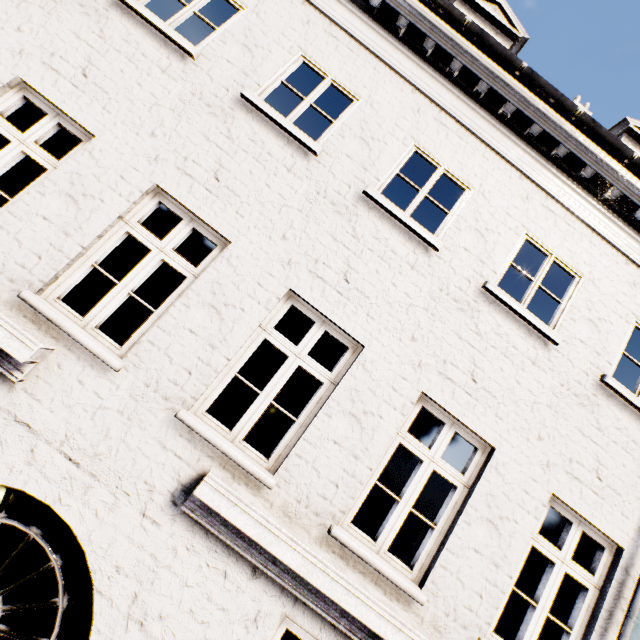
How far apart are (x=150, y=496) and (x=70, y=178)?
3.6m
